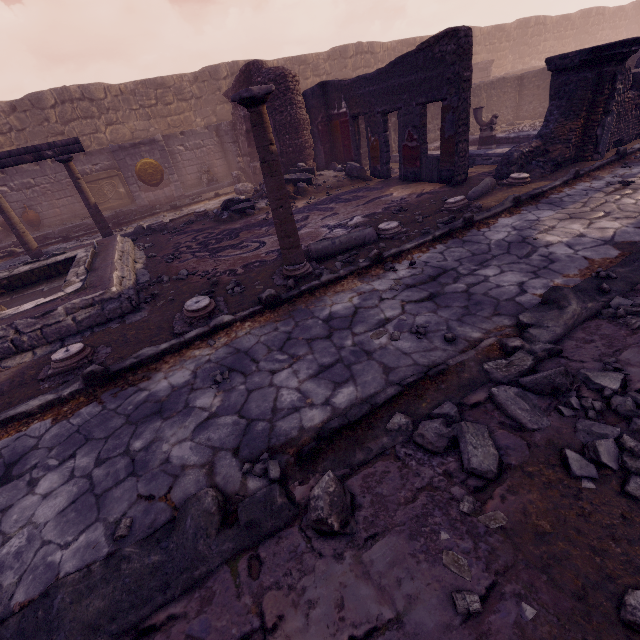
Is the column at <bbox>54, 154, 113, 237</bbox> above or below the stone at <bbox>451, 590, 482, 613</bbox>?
above

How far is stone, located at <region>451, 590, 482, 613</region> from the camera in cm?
144

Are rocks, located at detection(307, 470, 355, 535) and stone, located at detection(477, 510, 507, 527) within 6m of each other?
yes

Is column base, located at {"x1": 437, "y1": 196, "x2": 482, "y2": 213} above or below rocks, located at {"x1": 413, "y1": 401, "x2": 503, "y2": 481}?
above

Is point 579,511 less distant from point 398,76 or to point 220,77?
point 398,76

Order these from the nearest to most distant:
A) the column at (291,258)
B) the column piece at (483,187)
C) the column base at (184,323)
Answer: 1. the column at (291,258)
2. the column base at (184,323)
3. the column piece at (483,187)

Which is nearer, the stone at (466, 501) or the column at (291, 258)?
the stone at (466, 501)

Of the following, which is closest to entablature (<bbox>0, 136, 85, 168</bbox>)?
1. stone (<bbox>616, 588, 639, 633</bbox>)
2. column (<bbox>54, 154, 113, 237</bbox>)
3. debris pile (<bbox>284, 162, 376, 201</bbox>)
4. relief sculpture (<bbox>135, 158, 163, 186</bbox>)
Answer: column (<bbox>54, 154, 113, 237</bbox>)
